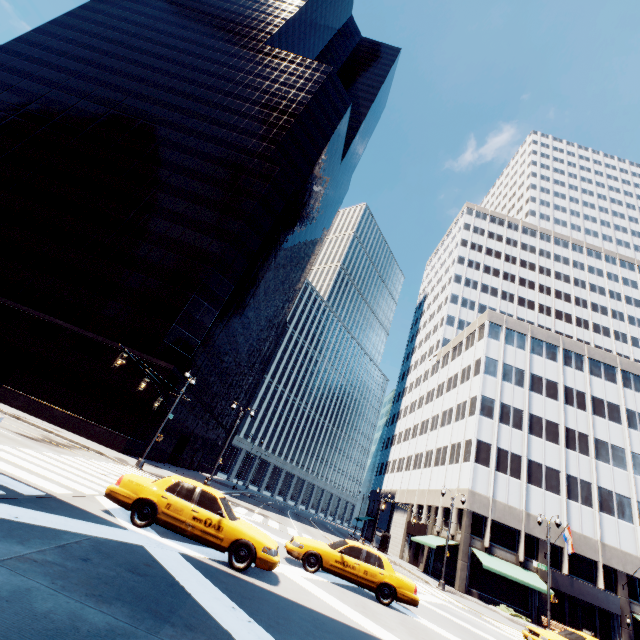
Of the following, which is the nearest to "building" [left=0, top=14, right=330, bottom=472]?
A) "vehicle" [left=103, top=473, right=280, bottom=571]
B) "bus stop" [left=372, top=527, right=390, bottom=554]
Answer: "vehicle" [left=103, top=473, right=280, bottom=571]

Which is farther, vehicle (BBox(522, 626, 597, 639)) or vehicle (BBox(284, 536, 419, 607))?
vehicle (BBox(522, 626, 597, 639))

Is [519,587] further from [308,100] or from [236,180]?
[308,100]

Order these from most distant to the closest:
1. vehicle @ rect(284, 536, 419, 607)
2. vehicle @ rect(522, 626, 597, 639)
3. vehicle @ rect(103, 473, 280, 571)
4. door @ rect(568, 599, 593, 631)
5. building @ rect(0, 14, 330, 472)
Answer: building @ rect(0, 14, 330, 472) → door @ rect(568, 599, 593, 631) → vehicle @ rect(522, 626, 597, 639) → vehicle @ rect(284, 536, 419, 607) → vehicle @ rect(103, 473, 280, 571)

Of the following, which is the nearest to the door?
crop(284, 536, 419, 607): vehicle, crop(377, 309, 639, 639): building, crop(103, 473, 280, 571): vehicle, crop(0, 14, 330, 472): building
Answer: crop(377, 309, 639, 639): building

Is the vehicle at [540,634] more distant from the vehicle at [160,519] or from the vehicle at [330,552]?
the vehicle at [160,519]

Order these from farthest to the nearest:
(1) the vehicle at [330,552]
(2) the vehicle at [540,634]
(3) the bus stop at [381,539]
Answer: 1. (3) the bus stop at [381,539]
2. (2) the vehicle at [540,634]
3. (1) the vehicle at [330,552]

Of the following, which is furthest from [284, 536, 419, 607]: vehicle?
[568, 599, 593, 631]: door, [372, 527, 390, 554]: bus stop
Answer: [372, 527, 390, 554]: bus stop
